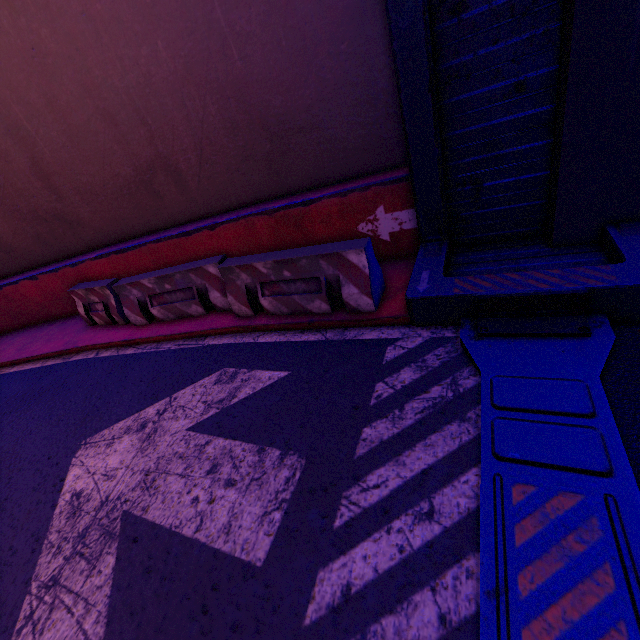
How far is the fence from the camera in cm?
424

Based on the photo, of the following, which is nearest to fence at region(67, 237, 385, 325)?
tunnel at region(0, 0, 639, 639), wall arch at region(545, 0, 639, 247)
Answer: tunnel at region(0, 0, 639, 639)

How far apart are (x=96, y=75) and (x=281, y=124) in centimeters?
334cm

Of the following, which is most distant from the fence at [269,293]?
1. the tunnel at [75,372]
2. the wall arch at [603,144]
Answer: the wall arch at [603,144]

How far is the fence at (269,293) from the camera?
4.2m

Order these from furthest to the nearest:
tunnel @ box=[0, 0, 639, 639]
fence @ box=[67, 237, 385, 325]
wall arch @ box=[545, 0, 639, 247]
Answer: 1. fence @ box=[67, 237, 385, 325]
2. wall arch @ box=[545, 0, 639, 247]
3. tunnel @ box=[0, 0, 639, 639]

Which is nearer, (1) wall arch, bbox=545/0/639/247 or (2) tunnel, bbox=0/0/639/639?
(2) tunnel, bbox=0/0/639/639

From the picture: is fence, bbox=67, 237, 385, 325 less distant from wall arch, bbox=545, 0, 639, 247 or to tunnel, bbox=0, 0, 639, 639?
tunnel, bbox=0, 0, 639, 639
